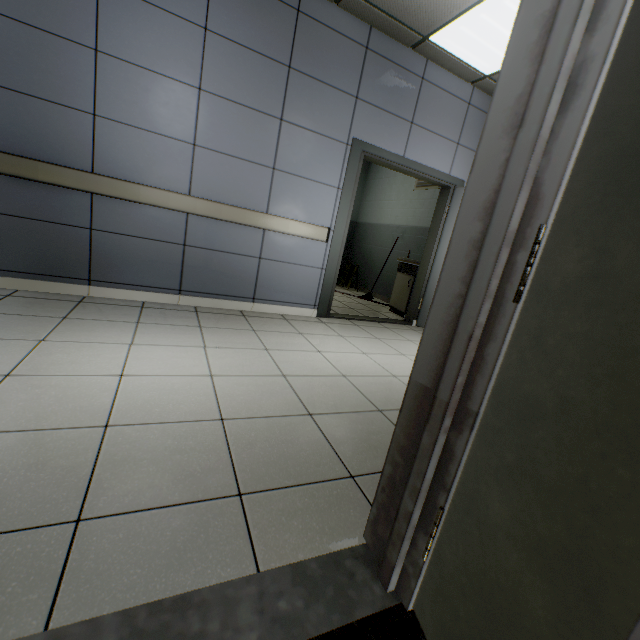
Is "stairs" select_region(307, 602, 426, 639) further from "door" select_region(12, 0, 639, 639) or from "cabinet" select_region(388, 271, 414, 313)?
"cabinet" select_region(388, 271, 414, 313)

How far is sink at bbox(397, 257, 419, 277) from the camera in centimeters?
525cm

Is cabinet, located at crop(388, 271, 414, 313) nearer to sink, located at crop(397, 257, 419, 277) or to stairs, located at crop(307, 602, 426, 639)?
sink, located at crop(397, 257, 419, 277)

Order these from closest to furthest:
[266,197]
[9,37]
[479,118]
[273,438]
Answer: [273,438] → [9,37] → [266,197] → [479,118]

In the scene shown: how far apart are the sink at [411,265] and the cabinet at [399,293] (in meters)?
0.03

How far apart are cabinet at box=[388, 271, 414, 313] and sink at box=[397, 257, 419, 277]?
0.0 meters

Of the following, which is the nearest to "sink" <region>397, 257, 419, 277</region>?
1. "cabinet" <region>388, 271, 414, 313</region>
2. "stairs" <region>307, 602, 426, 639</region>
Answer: "cabinet" <region>388, 271, 414, 313</region>

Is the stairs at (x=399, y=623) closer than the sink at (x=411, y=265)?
Yes
